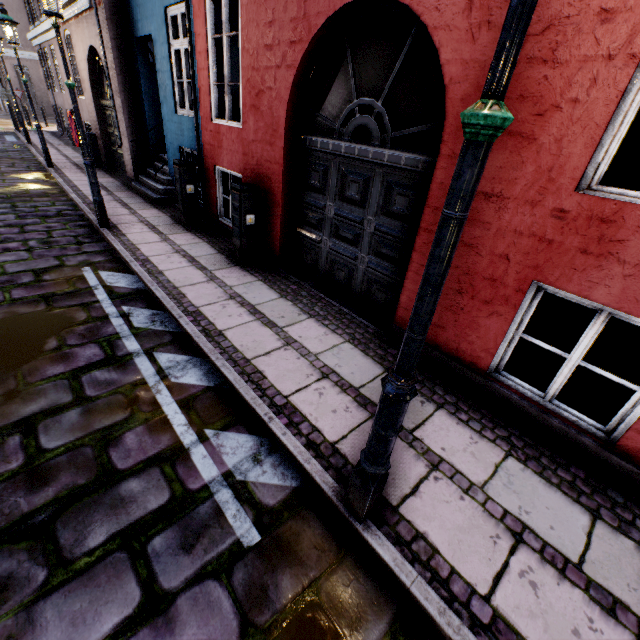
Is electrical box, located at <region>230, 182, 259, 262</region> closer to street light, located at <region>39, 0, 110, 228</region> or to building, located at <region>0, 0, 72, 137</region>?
building, located at <region>0, 0, 72, 137</region>

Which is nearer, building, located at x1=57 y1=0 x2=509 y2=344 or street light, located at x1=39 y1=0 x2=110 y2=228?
building, located at x1=57 y1=0 x2=509 y2=344

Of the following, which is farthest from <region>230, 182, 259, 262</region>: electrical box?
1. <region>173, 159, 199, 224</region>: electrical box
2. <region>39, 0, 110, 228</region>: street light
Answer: <region>39, 0, 110, 228</region>: street light

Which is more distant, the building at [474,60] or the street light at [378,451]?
the building at [474,60]

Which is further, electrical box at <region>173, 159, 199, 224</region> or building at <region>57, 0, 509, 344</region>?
electrical box at <region>173, 159, 199, 224</region>

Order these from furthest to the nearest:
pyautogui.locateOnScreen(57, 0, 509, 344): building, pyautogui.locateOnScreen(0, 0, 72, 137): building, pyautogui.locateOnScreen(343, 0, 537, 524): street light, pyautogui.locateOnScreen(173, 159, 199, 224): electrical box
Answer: pyautogui.locateOnScreen(0, 0, 72, 137): building < pyautogui.locateOnScreen(173, 159, 199, 224): electrical box < pyautogui.locateOnScreen(57, 0, 509, 344): building < pyautogui.locateOnScreen(343, 0, 537, 524): street light

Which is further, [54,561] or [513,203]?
[513,203]

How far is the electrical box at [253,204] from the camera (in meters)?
5.14
